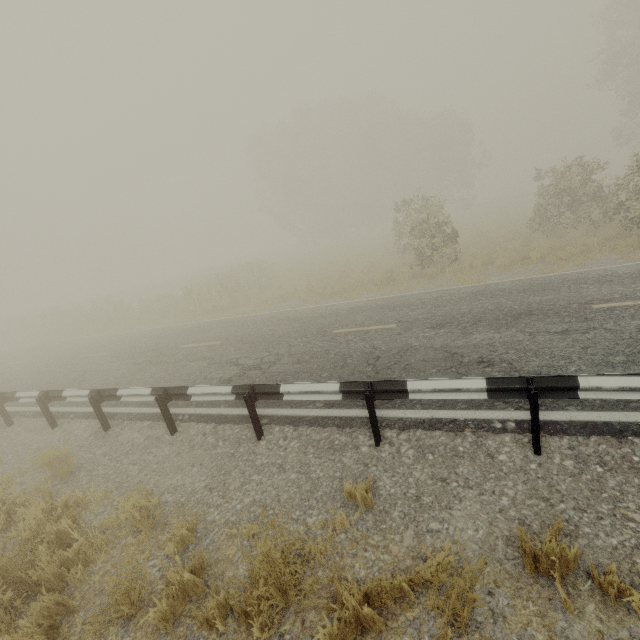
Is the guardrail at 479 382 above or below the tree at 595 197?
below

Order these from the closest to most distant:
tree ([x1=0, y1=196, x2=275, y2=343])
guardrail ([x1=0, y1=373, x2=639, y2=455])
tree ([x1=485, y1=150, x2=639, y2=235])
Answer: guardrail ([x1=0, y1=373, x2=639, y2=455]), tree ([x1=485, y1=150, x2=639, y2=235]), tree ([x1=0, y1=196, x2=275, y2=343])

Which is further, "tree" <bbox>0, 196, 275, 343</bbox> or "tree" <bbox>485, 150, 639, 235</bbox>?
"tree" <bbox>0, 196, 275, 343</bbox>

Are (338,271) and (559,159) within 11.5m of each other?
no

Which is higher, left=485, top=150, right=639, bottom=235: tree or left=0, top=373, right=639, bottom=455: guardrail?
left=485, top=150, right=639, bottom=235: tree

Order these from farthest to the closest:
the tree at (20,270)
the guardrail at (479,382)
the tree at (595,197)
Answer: the tree at (20,270) → the tree at (595,197) → the guardrail at (479,382)

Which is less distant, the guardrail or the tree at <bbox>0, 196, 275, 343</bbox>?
the guardrail
